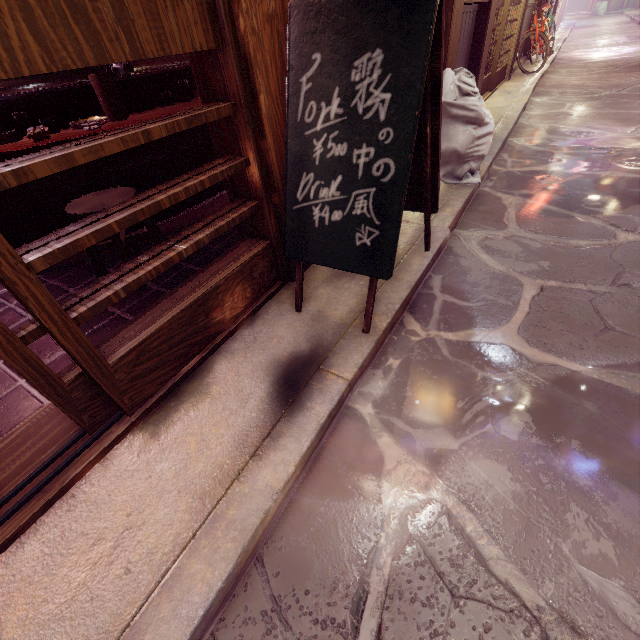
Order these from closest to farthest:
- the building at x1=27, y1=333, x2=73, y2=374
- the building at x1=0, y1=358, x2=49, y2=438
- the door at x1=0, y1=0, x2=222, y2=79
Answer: the door at x1=0, y1=0, x2=222, y2=79 < the building at x1=0, y1=358, x2=49, y2=438 < the building at x1=27, y1=333, x2=73, y2=374

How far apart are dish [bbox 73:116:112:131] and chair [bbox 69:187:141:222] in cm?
77

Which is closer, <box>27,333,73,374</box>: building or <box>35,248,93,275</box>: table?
<box>27,333,73,374</box>: building

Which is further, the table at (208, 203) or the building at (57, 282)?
the table at (208, 203)

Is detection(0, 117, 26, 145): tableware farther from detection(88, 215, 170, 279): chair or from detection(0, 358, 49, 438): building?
detection(0, 358, 49, 438): building

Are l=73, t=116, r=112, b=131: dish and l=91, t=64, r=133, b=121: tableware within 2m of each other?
yes

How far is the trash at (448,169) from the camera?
5.6 meters

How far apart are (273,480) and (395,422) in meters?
1.2 m
